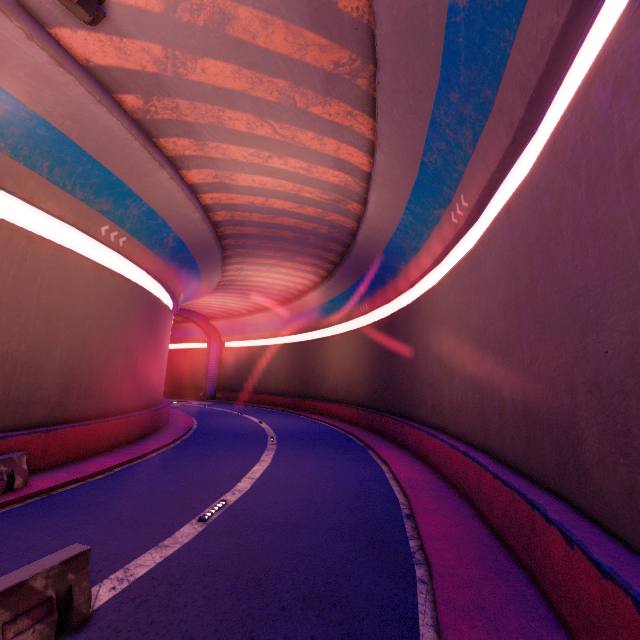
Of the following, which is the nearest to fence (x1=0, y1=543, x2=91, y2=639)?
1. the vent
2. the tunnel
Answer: the tunnel

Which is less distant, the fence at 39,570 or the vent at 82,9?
the fence at 39,570

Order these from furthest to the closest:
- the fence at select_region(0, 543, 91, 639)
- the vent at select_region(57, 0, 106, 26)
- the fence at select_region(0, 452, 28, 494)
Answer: the fence at select_region(0, 452, 28, 494), the vent at select_region(57, 0, 106, 26), the fence at select_region(0, 543, 91, 639)

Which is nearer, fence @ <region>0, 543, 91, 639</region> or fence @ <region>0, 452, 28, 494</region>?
fence @ <region>0, 543, 91, 639</region>

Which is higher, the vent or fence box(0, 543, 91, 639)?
the vent

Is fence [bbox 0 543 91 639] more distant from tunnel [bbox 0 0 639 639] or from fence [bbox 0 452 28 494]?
fence [bbox 0 452 28 494]

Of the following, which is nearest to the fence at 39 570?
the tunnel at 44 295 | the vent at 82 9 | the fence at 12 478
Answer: the tunnel at 44 295

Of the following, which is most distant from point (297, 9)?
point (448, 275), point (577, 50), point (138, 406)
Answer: point (138, 406)
